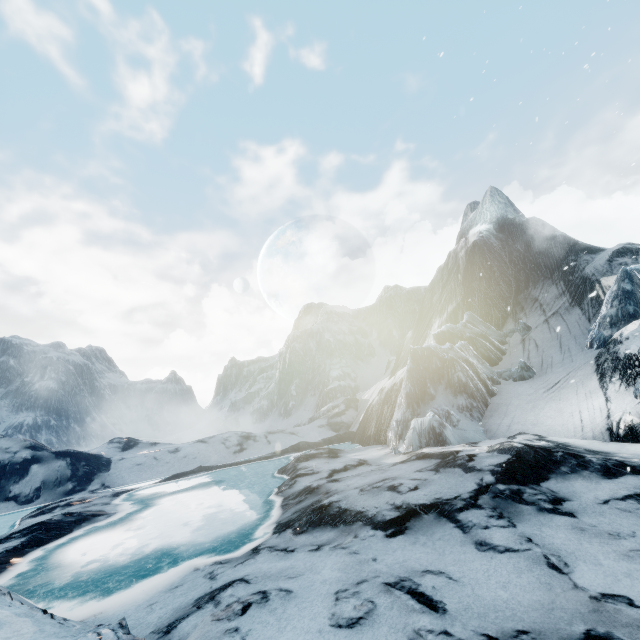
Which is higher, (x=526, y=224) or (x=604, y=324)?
(x=526, y=224)
